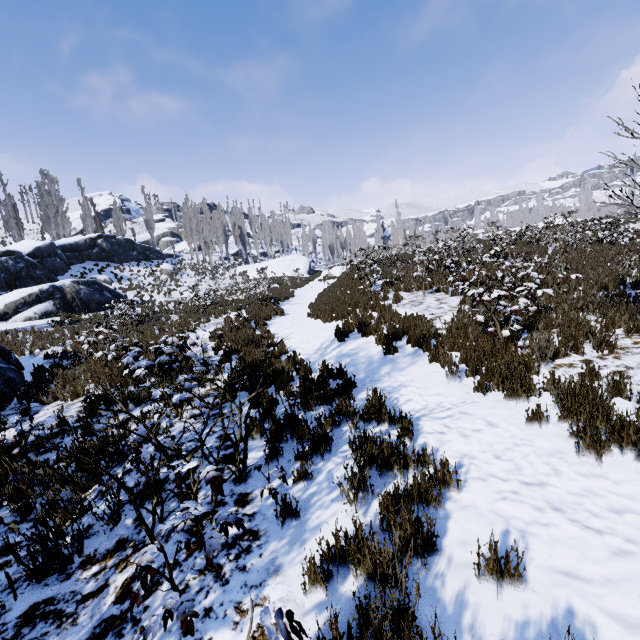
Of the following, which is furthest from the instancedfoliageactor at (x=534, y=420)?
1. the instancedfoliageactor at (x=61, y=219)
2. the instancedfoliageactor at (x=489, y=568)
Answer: the instancedfoliageactor at (x=61, y=219)

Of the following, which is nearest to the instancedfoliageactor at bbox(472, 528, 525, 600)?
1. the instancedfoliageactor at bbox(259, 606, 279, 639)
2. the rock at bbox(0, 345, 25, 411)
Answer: the instancedfoliageactor at bbox(259, 606, 279, 639)

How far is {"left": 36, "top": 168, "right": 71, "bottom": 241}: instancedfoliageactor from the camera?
38.1m

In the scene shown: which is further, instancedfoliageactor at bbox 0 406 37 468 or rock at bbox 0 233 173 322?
rock at bbox 0 233 173 322

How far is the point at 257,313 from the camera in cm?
1564

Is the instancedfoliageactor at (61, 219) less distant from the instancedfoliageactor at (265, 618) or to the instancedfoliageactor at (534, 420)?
the instancedfoliageactor at (265, 618)

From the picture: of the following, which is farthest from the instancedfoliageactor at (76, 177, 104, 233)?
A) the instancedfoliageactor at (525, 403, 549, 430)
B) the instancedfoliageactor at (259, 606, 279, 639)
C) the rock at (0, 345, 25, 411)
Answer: the instancedfoliageactor at (525, 403, 549, 430)

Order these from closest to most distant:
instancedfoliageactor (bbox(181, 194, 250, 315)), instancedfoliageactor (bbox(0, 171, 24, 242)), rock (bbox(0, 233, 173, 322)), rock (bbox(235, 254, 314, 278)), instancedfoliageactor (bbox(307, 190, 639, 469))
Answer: instancedfoliageactor (bbox(307, 190, 639, 469)) → rock (bbox(0, 233, 173, 322)) → instancedfoliageactor (bbox(181, 194, 250, 315)) → instancedfoliageactor (bbox(0, 171, 24, 242)) → rock (bbox(235, 254, 314, 278))
